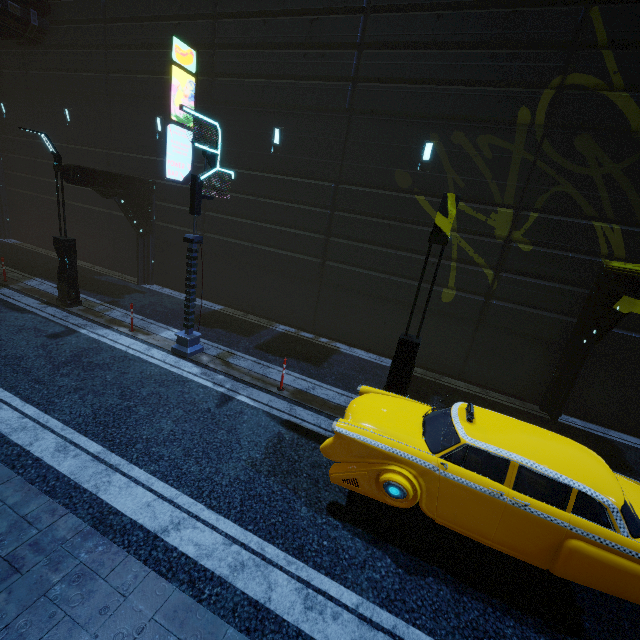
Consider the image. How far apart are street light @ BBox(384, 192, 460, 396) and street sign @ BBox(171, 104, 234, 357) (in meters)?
5.70

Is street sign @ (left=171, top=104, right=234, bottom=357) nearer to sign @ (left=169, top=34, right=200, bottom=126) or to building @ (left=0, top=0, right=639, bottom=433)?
building @ (left=0, top=0, right=639, bottom=433)

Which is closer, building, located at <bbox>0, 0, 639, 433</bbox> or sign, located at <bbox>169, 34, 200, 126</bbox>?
building, located at <bbox>0, 0, 639, 433</bbox>

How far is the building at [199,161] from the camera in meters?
13.7

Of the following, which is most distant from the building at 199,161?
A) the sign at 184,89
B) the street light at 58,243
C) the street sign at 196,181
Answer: the street sign at 196,181

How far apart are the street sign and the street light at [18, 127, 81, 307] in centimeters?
494cm

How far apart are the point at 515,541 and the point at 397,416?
2.22m

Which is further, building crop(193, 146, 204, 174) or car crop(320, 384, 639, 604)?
building crop(193, 146, 204, 174)
